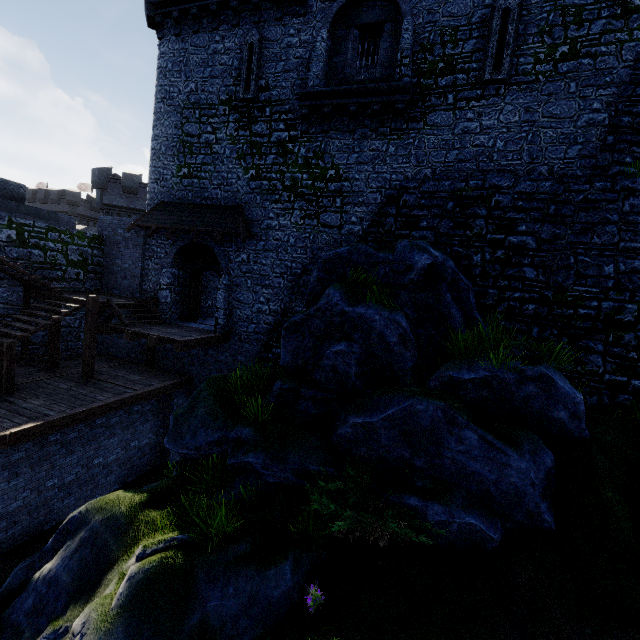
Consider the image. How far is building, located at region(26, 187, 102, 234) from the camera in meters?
42.8 m

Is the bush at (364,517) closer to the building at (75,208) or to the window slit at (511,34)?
the window slit at (511,34)

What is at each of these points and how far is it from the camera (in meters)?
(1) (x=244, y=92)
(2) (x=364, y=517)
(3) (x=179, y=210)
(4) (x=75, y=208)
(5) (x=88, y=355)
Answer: (1) window slit, 13.26
(2) bush, 5.99
(3) awning, 14.44
(4) building, 43.06
(5) stairs, 12.26

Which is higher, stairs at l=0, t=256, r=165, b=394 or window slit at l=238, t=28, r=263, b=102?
window slit at l=238, t=28, r=263, b=102

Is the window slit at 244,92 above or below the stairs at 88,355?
above

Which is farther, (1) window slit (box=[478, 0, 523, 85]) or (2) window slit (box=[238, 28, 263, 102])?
(2) window slit (box=[238, 28, 263, 102])

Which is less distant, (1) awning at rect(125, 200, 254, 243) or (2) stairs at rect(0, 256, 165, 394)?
(2) stairs at rect(0, 256, 165, 394)

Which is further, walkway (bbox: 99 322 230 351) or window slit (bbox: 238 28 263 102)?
window slit (bbox: 238 28 263 102)
